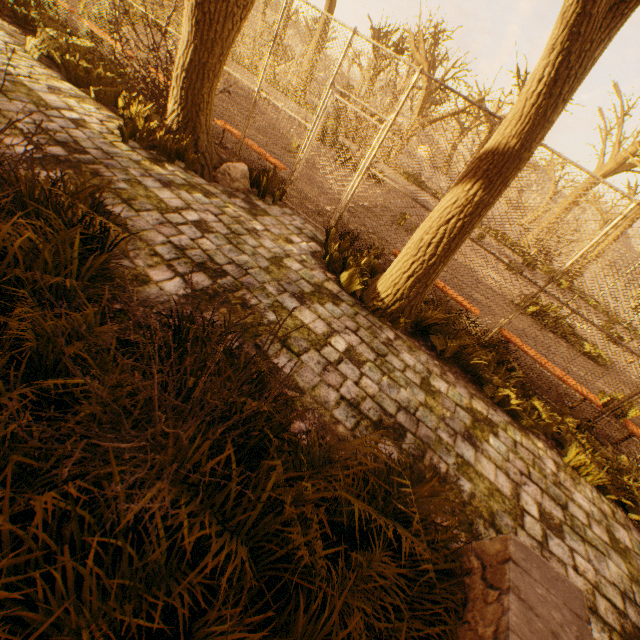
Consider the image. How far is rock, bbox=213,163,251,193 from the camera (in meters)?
5.69

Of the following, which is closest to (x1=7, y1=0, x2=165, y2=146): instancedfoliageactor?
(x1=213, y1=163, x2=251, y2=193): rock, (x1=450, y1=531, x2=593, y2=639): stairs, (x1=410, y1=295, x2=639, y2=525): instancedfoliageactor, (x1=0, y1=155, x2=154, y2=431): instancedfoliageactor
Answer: (x1=0, y1=155, x2=154, y2=431): instancedfoliageactor

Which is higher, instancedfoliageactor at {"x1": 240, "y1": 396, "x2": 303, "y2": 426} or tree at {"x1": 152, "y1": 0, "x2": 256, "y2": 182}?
tree at {"x1": 152, "y1": 0, "x2": 256, "y2": 182}

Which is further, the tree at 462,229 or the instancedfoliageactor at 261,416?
the tree at 462,229

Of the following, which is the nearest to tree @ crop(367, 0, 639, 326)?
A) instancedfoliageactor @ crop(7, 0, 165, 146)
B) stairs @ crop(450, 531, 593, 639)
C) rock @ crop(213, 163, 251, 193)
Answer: rock @ crop(213, 163, 251, 193)

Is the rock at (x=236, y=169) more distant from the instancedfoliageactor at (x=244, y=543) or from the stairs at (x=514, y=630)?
the stairs at (x=514, y=630)

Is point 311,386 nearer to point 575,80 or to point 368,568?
point 368,568

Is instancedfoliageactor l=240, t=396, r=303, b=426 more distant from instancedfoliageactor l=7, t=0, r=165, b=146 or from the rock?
the rock
